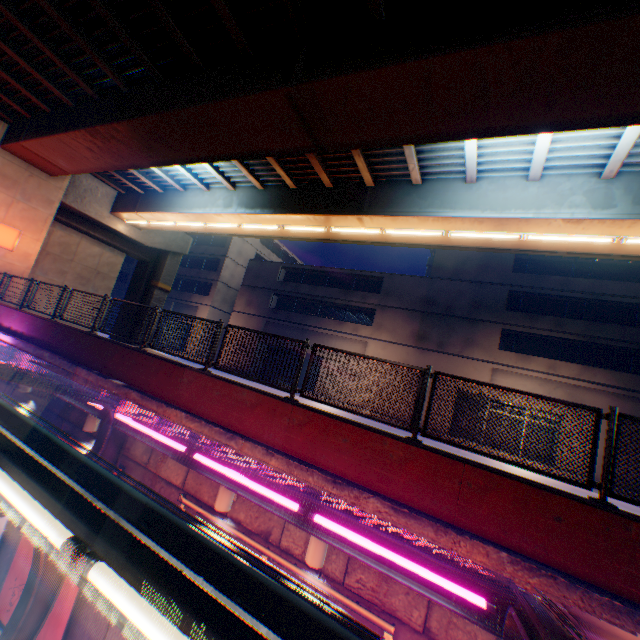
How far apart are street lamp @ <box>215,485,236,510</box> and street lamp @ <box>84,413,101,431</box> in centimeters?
408cm

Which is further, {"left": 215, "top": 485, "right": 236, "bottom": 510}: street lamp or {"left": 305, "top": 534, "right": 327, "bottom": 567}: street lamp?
{"left": 215, "top": 485, "right": 236, "bottom": 510}: street lamp

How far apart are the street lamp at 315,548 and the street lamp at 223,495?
1.6m

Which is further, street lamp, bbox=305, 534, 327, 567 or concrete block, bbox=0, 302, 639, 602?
street lamp, bbox=305, 534, 327, 567

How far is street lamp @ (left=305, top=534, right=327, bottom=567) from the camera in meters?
4.8 m

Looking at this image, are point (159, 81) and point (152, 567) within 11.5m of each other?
no

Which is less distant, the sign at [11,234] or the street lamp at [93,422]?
the street lamp at [93,422]

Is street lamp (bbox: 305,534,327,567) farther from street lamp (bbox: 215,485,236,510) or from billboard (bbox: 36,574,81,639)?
billboard (bbox: 36,574,81,639)
